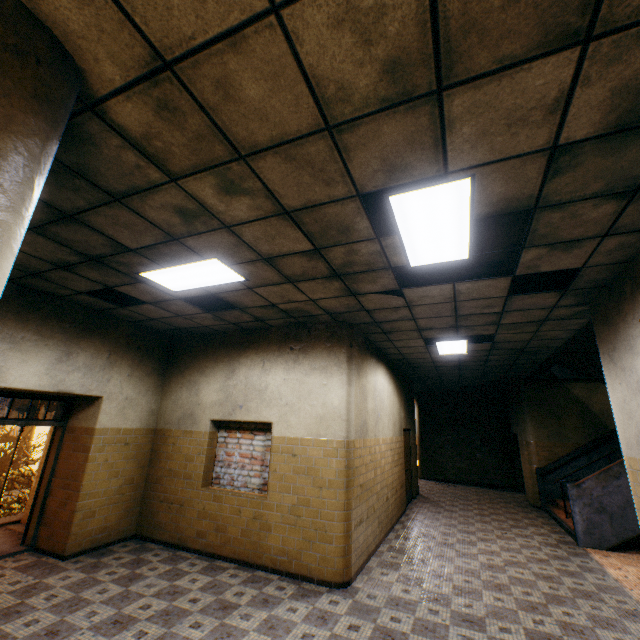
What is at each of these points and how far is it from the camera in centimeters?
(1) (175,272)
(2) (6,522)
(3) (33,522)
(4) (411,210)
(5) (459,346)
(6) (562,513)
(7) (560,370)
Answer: (1) lamp, 416cm
(2) stairs, 649cm
(3) door, 546cm
(4) lamp, 278cm
(5) lamp, 717cm
(6) stairs, 875cm
(7) stairs, 1080cm

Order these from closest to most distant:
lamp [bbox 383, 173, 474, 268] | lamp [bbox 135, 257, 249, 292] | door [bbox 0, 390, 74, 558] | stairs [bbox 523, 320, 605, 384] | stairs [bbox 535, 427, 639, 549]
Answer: lamp [bbox 383, 173, 474, 268]
lamp [bbox 135, 257, 249, 292]
door [bbox 0, 390, 74, 558]
stairs [bbox 523, 320, 605, 384]
stairs [bbox 535, 427, 639, 549]

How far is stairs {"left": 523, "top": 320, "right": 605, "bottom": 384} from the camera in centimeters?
592cm

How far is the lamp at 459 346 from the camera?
6.8 meters

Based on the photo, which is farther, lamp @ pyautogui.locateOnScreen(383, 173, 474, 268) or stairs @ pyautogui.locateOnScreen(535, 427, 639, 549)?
stairs @ pyautogui.locateOnScreen(535, 427, 639, 549)

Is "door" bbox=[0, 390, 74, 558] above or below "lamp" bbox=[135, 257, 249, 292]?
below

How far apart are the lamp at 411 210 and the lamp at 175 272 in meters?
2.0

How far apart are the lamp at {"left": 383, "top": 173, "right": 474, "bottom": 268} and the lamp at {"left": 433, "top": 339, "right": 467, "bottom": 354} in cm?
352
